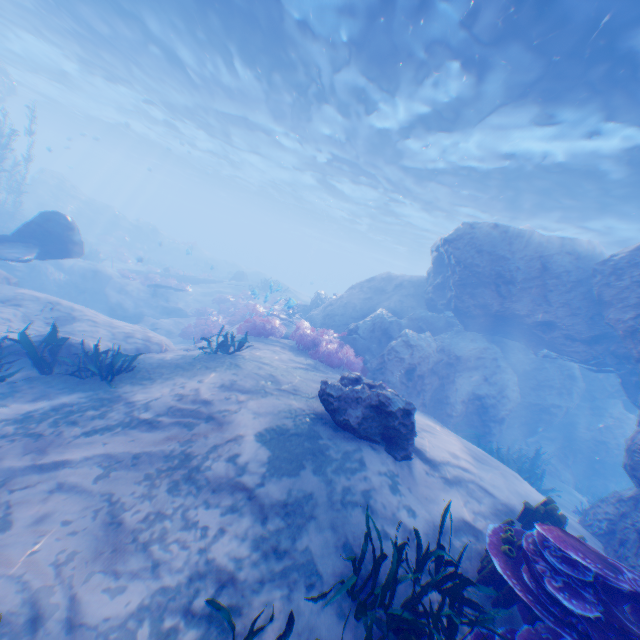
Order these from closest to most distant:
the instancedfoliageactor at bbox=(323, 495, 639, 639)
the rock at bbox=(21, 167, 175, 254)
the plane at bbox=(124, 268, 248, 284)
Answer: the instancedfoliageactor at bbox=(323, 495, 639, 639), the plane at bbox=(124, 268, 248, 284), the rock at bbox=(21, 167, 175, 254)

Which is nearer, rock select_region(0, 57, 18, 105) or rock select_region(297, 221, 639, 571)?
rock select_region(297, 221, 639, 571)

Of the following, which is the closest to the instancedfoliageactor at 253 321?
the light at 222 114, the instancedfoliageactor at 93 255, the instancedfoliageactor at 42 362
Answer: the instancedfoliageactor at 42 362

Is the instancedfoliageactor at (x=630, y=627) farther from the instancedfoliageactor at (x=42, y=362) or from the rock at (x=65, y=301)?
the instancedfoliageactor at (x=42, y=362)

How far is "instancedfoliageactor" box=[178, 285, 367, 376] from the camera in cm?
1033

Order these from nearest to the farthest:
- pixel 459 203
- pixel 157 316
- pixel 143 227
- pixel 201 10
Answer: pixel 201 10
pixel 157 316
pixel 459 203
pixel 143 227

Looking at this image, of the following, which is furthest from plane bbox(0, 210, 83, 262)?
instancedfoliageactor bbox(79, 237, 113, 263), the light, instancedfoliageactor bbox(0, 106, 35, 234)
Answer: the light

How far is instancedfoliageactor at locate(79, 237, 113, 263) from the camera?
21.4 meters
